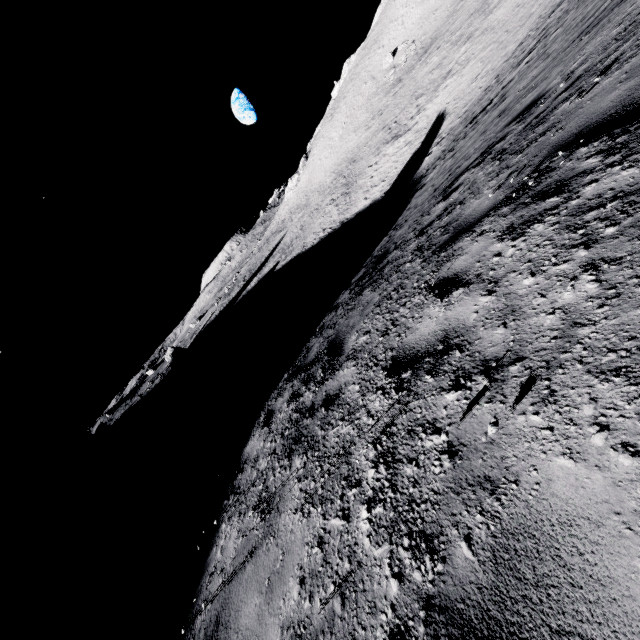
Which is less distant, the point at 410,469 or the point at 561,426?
the point at 561,426

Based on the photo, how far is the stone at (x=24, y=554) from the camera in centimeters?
3369cm

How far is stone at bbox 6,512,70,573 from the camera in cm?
3369
